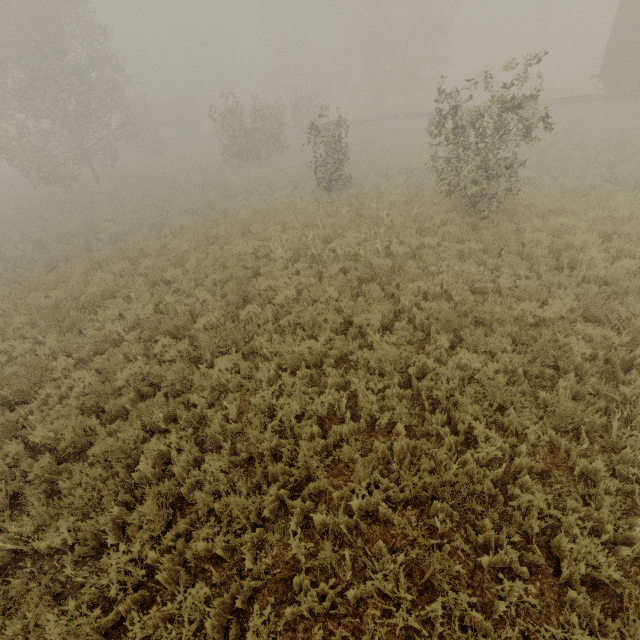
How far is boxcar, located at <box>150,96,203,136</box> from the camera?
45.1m

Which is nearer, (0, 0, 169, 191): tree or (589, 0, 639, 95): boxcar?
(589, 0, 639, 95): boxcar

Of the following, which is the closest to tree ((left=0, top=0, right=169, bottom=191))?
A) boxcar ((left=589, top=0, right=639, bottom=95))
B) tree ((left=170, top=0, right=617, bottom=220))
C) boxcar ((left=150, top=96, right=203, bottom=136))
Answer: tree ((left=170, top=0, right=617, bottom=220))

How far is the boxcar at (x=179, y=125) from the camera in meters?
45.1 m

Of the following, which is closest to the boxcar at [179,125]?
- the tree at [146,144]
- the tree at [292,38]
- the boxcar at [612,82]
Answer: the tree at [292,38]

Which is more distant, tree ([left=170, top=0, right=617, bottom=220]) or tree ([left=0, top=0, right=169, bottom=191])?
tree ([left=0, top=0, right=169, bottom=191])

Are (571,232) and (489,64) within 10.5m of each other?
no

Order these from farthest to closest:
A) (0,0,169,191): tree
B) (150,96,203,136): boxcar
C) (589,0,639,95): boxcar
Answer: (150,96,203,136): boxcar, (0,0,169,191): tree, (589,0,639,95): boxcar
